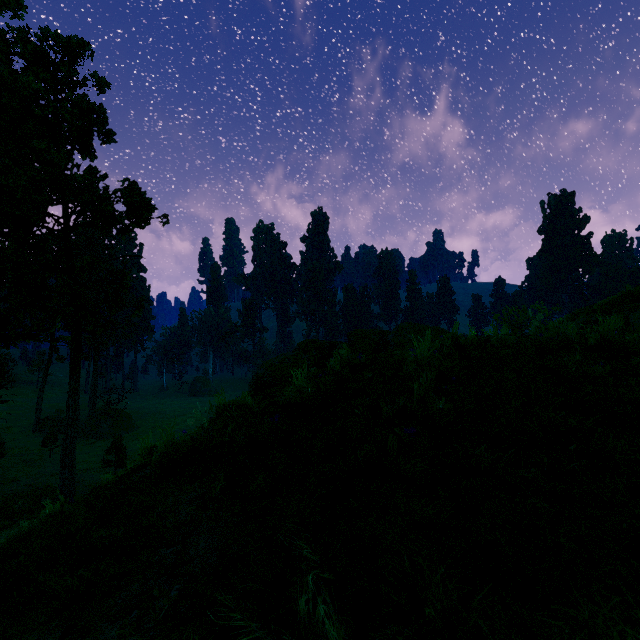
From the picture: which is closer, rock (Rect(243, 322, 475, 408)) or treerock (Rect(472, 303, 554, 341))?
rock (Rect(243, 322, 475, 408))

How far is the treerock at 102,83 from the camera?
21.03m

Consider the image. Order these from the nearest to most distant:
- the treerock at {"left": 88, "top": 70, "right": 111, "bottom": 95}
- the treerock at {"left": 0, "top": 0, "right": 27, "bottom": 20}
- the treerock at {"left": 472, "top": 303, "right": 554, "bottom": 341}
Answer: the treerock at {"left": 472, "top": 303, "right": 554, "bottom": 341}, the treerock at {"left": 88, "top": 70, "right": 111, "bottom": 95}, the treerock at {"left": 0, "top": 0, "right": 27, "bottom": 20}

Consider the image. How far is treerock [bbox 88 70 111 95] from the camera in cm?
2103

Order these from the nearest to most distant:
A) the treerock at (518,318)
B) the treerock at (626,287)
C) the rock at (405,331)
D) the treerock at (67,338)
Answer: the rock at (405,331)
the treerock at (518,318)
the treerock at (626,287)
the treerock at (67,338)

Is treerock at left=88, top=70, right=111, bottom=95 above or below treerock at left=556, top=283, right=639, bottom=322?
above

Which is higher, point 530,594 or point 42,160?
point 42,160
